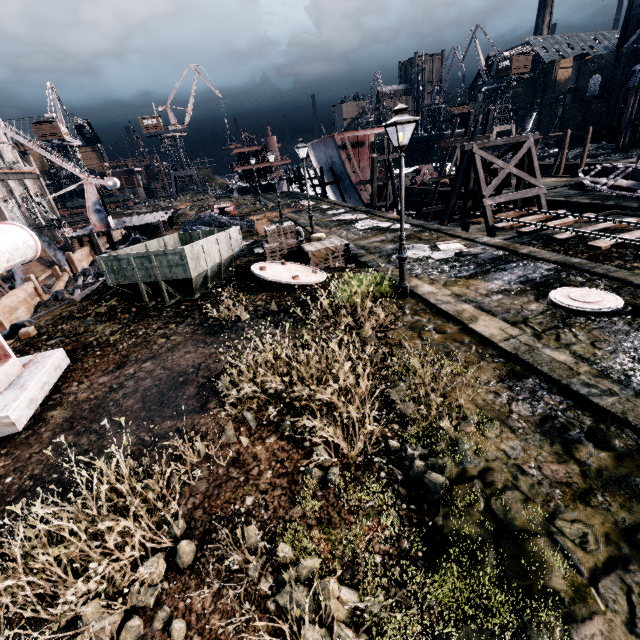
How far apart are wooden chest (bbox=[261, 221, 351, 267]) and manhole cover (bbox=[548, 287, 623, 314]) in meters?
8.2 m

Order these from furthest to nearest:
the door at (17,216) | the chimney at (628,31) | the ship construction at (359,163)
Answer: the door at (17,216)
the chimney at (628,31)
the ship construction at (359,163)

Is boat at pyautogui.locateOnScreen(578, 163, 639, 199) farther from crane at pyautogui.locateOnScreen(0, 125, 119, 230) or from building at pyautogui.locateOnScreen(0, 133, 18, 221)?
crane at pyautogui.locateOnScreen(0, 125, 119, 230)

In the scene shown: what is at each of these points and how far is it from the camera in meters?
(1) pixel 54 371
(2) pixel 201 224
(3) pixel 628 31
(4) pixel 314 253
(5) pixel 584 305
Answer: (1) metal box, 9.3 m
(2) coal pile, 29.4 m
(3) chimney, 50.5 m
(4) wooden chest, 14.9 m
(5) manhole cover, 9.4 m

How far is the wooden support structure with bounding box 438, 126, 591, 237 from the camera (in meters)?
20.78

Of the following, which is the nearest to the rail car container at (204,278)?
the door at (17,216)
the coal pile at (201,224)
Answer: the coal pile at (201,224)

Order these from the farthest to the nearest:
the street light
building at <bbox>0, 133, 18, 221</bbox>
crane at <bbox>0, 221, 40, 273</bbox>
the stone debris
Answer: building at <bbox>0, 133, 18, 221</bbox>, the stone debris, the street light, crane at <bbox>0, 221, 40, 273</bbox>

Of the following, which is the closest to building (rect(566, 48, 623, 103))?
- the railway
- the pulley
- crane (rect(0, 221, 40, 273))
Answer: the railway
